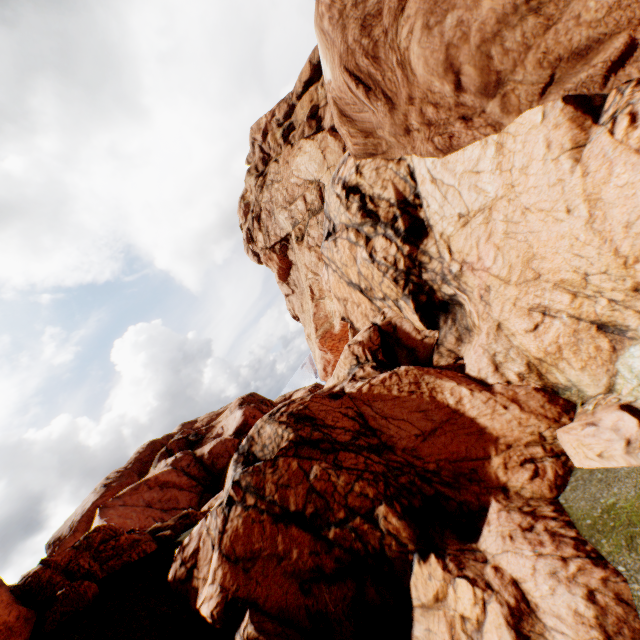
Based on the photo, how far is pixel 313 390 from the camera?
51.3 meters
